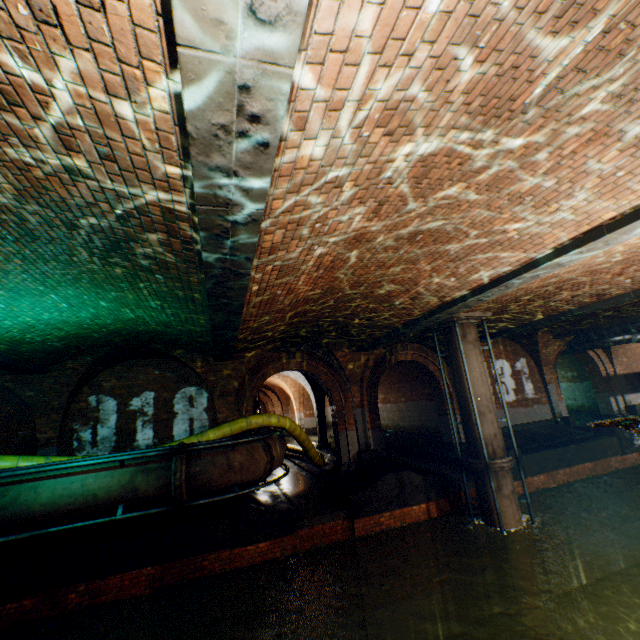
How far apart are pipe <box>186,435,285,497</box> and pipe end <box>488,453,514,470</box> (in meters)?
5.27

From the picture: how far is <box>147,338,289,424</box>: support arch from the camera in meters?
10.1

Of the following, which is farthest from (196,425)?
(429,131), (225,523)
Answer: (429,131)

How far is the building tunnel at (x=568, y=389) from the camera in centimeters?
1780cm

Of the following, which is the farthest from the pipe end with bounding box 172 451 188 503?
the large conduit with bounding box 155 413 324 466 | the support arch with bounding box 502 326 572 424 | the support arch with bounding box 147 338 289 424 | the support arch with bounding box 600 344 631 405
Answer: the support arch with bounding box 600 344 631 405

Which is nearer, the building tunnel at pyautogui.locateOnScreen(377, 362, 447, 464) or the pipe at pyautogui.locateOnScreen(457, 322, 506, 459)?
the pipe at pyautogui.locateOnScreen(457, 322, 506, 459)

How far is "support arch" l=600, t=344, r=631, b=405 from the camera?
16.7m

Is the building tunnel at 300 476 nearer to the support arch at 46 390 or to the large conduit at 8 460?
the large conduit at 8 460
